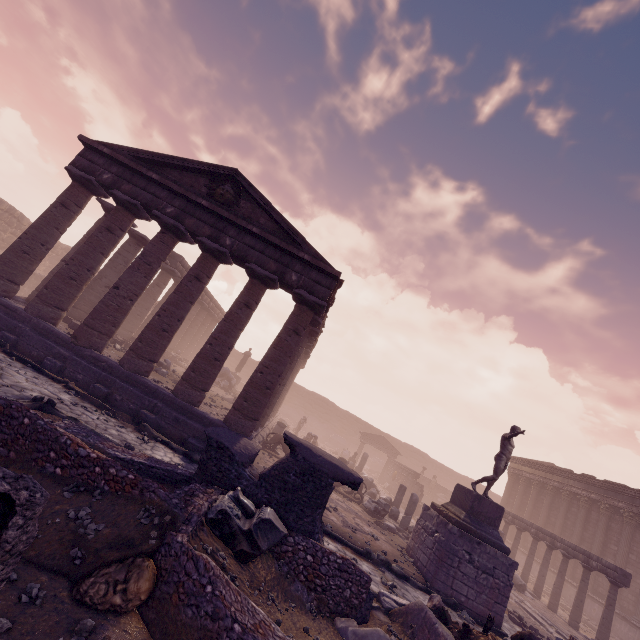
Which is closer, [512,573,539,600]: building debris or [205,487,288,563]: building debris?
[205,487,288,563]: building debris

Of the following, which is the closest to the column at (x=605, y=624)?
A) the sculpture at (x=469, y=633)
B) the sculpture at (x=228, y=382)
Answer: the sculpture at (x=469, y=633)

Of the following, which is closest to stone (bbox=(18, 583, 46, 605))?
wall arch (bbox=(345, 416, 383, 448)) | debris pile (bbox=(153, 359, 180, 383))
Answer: debris pile (bbox=(153, 359, 180, 383))

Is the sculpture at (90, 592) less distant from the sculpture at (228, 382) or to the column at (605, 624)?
the column at (605, 624)

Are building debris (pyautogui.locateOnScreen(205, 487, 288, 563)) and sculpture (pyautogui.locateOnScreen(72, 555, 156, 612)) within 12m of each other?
yes

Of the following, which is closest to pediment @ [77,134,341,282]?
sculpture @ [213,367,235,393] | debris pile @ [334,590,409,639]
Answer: debris pile @ [334,590,409,639]

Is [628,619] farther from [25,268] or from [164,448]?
[25,268]

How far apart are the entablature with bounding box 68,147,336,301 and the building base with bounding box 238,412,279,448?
5.29m
